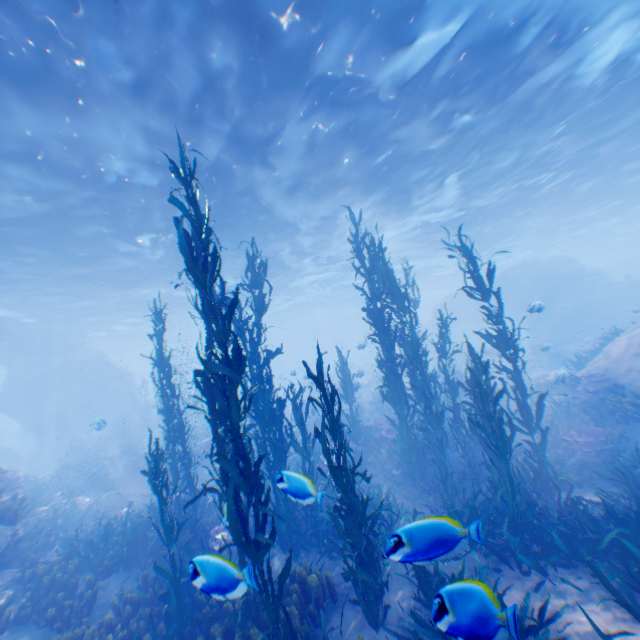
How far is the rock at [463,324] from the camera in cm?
3341

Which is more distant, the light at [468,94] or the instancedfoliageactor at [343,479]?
the light at [468,94]

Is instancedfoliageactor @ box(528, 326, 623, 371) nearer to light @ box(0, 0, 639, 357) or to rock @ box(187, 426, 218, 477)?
rock @ box(187, 426, 218, 477)

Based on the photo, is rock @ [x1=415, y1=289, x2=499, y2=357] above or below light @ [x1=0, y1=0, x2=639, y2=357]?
below

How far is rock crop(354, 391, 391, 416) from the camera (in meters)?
21.58

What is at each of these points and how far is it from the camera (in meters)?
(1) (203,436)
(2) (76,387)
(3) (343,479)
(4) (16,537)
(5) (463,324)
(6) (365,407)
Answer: (1) rock, 20.70
(2) rock, 28.36
(3) instancedfoliageactor, 5.33
(4) rock, 8.55
(5) rock, 36.00
(6) rock, 22.97

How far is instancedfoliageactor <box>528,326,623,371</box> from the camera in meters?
15.5 m

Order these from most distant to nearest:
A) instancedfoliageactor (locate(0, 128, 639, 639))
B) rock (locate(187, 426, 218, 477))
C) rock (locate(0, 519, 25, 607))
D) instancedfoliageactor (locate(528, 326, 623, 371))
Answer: rock (locate(187, 426, 218, 477)) → instancedfoliageactor (locate(528, 326, 623, 371)) → rock (locate(0, 519, 25, 607)) → instancedfoliageactor (locate(0, 128, 639, 639))
